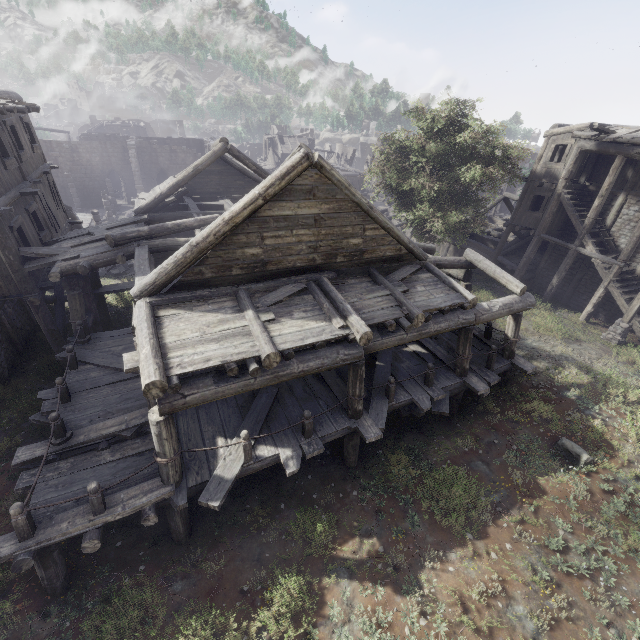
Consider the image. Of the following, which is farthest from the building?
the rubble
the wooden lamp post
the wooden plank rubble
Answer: the wooden plank rubble

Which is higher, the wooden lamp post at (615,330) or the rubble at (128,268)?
the wooden lamp post at (615,330)

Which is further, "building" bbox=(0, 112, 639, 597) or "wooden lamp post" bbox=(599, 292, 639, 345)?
"wooden lamp post" bbox=(599, 292, 639, 345)

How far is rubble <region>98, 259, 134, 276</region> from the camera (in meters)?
22.00

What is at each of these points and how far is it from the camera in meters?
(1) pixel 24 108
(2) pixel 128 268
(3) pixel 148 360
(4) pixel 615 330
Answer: (1) wooden plank rubble, 9.9 m
(2) rubble, 22.9 m
(3) building, 6.0 m
(4) wooden lamp post, 16.0 m

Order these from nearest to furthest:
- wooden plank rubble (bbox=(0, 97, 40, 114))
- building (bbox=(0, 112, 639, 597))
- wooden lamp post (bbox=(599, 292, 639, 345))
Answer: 1. building (bbox=(0, 112, 639, 597))
2. wooden plank rubble (bbox=(0, 97, 40, 114))
3. wooden lamp post (bbox=(599, 292, 639, 345))

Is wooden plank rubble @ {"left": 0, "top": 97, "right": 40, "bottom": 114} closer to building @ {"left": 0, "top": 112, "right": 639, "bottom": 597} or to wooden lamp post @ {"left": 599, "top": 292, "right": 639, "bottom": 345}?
building @ {"left": 0, "top": 112, "right": 639, "bottom": 597}

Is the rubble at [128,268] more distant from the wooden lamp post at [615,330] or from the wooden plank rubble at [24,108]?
the wooden lamp post at [615,330]
